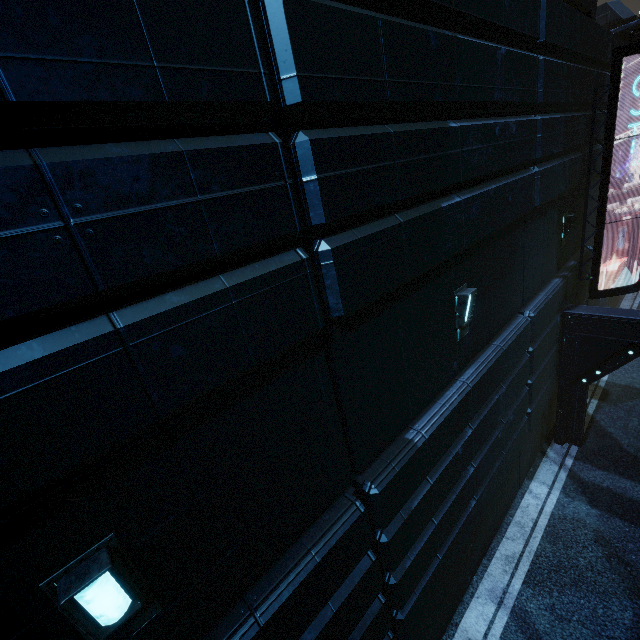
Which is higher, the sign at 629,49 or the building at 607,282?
the sign at 629,49

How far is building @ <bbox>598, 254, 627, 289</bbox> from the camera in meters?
12.7 m

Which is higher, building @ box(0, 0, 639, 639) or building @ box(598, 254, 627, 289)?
building @ box(0, 0, 639, 639)

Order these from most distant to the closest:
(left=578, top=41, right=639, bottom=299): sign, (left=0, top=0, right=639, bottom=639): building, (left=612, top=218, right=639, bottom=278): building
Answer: (left=612, top=218, right=639, bottom=278): building → (left=578, top=41, right=639, bottom=299): sign → (left=0, top=0, right=639, bottom=639): building

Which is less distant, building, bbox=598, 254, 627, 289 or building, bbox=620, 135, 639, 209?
building, bbox=598, 254, 627, 289

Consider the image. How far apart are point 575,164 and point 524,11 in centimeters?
458cm

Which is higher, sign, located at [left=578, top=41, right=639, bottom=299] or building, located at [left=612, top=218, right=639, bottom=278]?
sign, located at [left=578, top=41, right=639, bottom=299]

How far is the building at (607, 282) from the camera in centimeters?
1266cm
